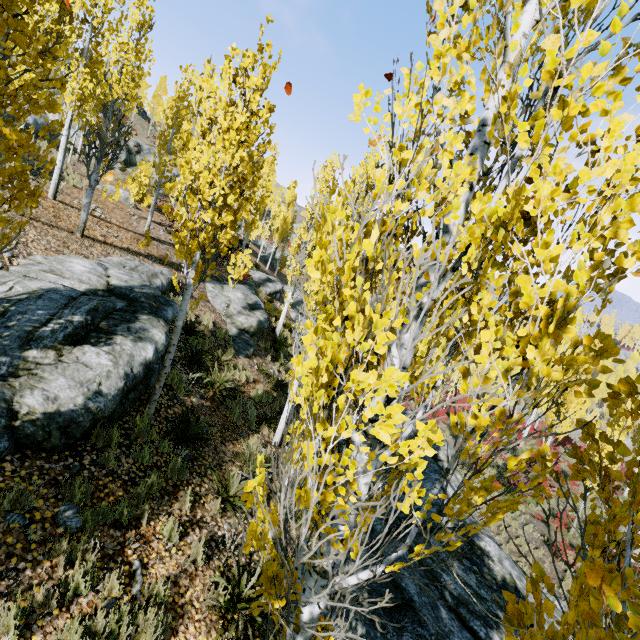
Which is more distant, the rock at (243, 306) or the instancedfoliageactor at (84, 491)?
the rock at (243, 306)

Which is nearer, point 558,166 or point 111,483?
point 558,166

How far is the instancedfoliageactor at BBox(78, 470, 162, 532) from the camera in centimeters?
399cm

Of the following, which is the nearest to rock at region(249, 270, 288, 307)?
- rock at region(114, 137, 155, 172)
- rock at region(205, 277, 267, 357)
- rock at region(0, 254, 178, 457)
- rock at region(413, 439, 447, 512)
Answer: rock at region(205, 277, 267, 357)

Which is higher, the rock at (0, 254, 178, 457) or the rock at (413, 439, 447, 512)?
the rock at (0, 254, 178, 457)

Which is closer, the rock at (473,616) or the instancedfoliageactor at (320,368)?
the instancedfoliageactor at (320,368)

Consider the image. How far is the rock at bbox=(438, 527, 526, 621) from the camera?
6.5m
